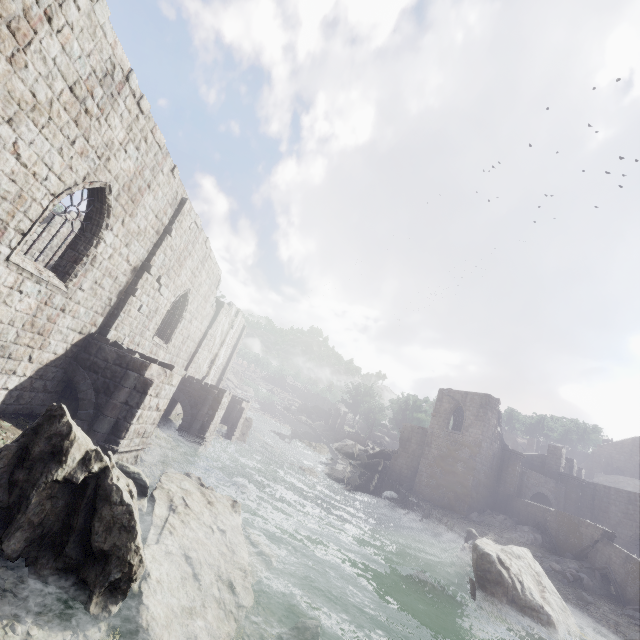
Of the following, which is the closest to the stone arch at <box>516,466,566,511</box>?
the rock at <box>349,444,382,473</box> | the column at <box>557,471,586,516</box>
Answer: the column at <box>557,471,586,516</box>

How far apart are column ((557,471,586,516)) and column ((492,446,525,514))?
4.7 meters

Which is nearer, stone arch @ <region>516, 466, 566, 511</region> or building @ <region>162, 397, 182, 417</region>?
building @ <region>162, 397, 182, 417</region>

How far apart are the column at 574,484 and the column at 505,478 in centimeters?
470cm

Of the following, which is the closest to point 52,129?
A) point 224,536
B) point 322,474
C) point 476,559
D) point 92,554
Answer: point 92,554

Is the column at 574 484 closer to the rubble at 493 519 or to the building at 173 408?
the building at 173 408

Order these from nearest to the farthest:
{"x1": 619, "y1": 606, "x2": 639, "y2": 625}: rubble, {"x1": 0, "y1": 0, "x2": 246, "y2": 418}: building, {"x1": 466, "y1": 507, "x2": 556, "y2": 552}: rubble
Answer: {"x1": 0, "y1": 0, "x2": 246, "y2": 418}: building < {"x1": 619, "y1": 606, "x2": 639, "y2": 625}: rubble < {"x1": 466, "y1": 507, "x2": 556, "y2": 552}: rubble

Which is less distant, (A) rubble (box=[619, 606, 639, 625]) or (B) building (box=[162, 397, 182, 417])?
(A) rubble (box=[619, 606, 639, 625])
